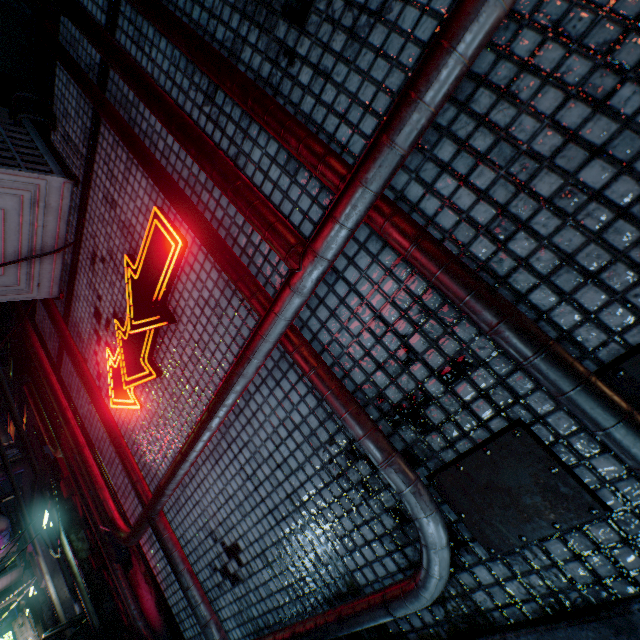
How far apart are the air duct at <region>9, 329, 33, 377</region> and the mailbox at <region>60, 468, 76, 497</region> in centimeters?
134cm

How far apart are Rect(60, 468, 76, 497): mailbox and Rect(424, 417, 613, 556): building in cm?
469

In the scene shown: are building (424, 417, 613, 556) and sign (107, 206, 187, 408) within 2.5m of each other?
yes

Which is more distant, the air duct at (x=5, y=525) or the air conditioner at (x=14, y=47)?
the air conditioner at (x=14, y=47)

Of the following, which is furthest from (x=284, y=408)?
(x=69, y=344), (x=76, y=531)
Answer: (x=76, y=531)

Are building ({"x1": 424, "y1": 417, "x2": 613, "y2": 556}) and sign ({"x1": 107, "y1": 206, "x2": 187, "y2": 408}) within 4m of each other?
yes

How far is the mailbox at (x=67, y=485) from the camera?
3.85m

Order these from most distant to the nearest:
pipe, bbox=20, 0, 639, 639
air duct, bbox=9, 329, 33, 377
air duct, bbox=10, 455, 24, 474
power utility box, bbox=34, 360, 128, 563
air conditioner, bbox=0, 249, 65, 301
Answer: air duct, bbox=10, 455, 24, 474 < air duct, bbox=9, 329, 33, 377 < power utility box, bbox=34, 360, 128, 563 < air conditioner, bbox=0, 249, 65, 301 < pipe, bbox=20, 0, 639, 639
